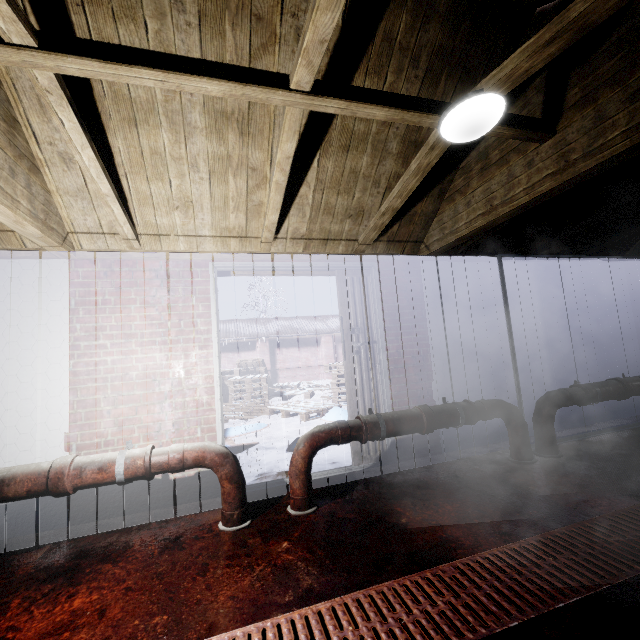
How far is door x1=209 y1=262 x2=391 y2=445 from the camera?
2.78m

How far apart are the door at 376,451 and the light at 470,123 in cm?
150

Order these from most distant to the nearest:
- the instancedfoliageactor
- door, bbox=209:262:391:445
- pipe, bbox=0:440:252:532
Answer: the instancedfoliageactor → door, bbox=209:262:391:445 → pipe, bbox=0:440:252:532

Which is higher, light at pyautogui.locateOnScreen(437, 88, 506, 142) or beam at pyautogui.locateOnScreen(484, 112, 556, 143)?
beam at pyautogui.locateOnScreen(484, 112, 556, 143)

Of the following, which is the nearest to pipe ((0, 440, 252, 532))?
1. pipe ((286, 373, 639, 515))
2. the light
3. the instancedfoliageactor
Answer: pipe ((286, 373, 639, 515))

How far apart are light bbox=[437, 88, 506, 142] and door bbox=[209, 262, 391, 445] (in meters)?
1.50

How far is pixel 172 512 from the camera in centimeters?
242cm
